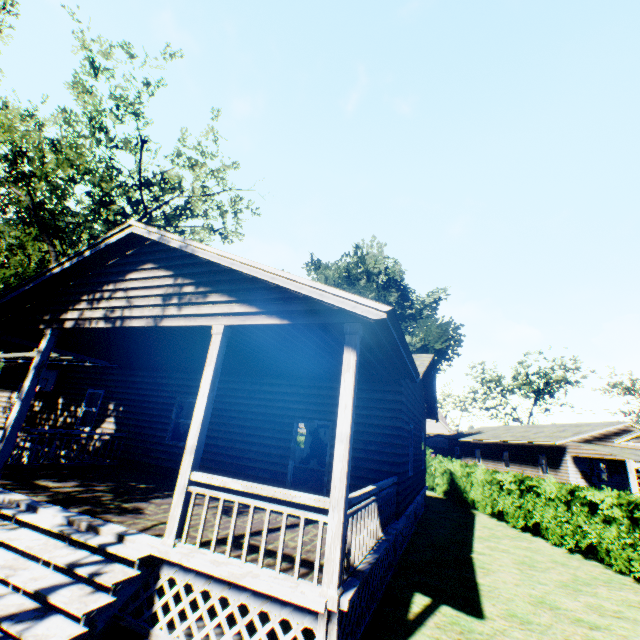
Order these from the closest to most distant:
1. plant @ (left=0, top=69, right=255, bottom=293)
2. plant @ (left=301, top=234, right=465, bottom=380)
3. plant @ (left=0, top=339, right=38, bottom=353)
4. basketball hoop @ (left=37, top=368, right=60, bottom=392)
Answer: basketball hoop @ (left=37, top=368, right=60, bottom=392), plant @ (left=0, top=69, right=255, bottom=293), plant @ (left=301, top=234, right=465, bottom=380), plant @ (left=0, top=339, right=38, bottom=353)

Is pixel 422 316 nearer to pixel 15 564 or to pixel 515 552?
pixel 515 552

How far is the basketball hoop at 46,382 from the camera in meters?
14.1

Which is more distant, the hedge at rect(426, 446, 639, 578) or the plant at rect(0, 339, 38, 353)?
the plant at rect(0, 339, 38, 353)

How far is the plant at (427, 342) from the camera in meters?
34.9 m

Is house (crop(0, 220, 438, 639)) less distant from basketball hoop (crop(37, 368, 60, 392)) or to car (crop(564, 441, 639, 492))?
basketball hoop (crop(37, 368, 60, 392))

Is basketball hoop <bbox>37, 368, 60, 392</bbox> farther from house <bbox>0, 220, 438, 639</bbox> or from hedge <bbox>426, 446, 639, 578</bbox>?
hedge <bbox>426, 446, 639, 578</bbox>

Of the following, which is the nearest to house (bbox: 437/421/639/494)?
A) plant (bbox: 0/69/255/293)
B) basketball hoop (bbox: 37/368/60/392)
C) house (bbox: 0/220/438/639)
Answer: plant (bbox: 0/69/255/293)
